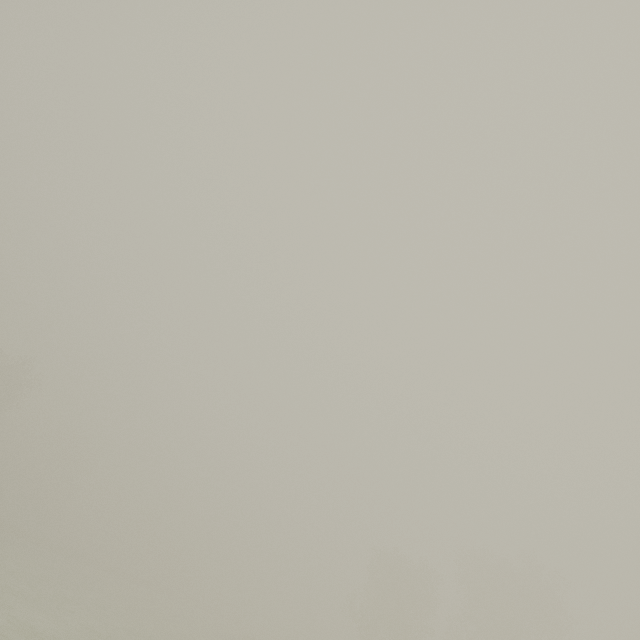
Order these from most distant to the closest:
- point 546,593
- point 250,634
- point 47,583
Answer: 1. point 250,634
2. point 546,593
3. point 47,583
